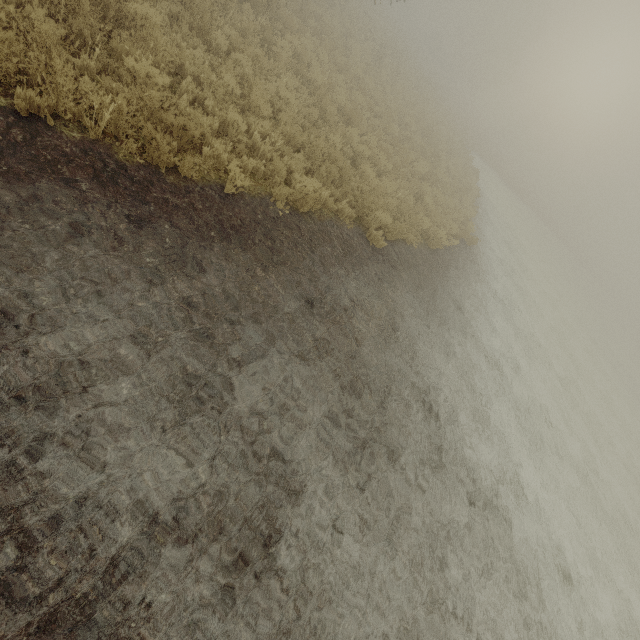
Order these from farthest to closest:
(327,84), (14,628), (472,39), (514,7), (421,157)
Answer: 1. (472,39)
2. (514,7)
3. (421,157)
4. (327,84)
5. (14,628)
